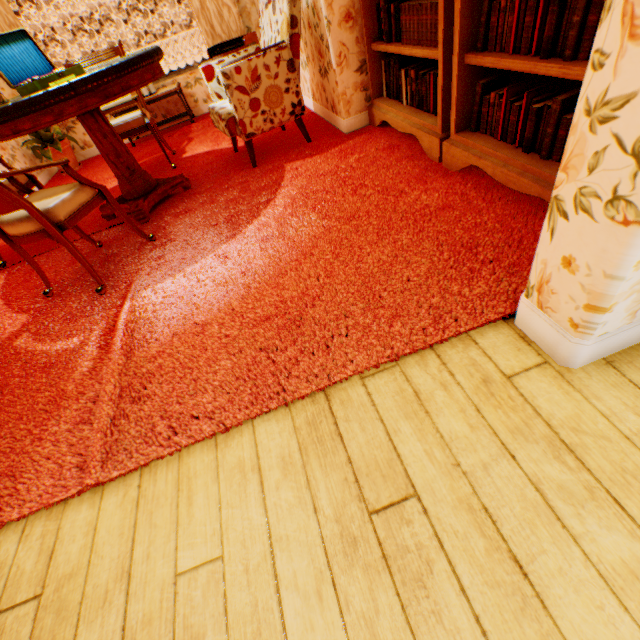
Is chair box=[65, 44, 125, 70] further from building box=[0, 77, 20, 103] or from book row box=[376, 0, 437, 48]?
book row box=[376, 0, 437, 48]

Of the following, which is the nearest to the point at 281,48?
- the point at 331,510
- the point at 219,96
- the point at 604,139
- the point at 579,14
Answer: the point at 219,96

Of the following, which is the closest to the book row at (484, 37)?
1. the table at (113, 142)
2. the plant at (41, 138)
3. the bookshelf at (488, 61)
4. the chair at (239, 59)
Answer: the bookshelf at (488, 61)

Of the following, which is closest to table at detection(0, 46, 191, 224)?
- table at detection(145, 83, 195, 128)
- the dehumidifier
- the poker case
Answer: the poker case

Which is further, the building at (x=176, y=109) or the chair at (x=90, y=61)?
the building at (x=176, y=109)

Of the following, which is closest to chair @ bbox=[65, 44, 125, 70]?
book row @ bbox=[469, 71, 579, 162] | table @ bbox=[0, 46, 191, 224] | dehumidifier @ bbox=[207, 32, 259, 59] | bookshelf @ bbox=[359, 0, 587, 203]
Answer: table @ bbox=[0, 46, 191, 224]

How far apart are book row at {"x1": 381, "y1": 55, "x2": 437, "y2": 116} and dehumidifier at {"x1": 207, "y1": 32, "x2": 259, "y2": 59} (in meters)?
2.39

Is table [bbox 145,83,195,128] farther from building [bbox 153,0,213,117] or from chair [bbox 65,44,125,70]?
chair [bbox 65,44,125,70]
